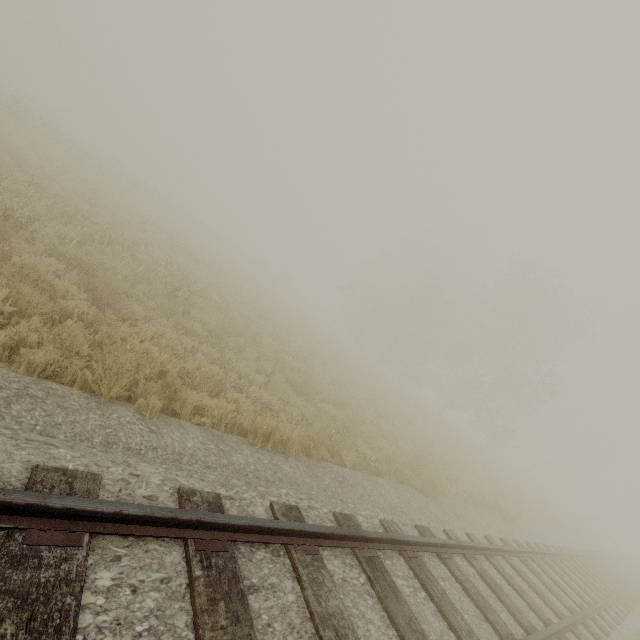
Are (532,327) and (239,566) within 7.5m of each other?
no

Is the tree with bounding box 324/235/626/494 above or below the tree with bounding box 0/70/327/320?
above

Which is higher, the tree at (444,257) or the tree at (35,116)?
the tree at (444,257)

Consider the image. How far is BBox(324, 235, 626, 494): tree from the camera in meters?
27.4 m

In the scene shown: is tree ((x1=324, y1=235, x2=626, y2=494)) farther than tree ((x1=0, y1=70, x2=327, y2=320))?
Yes

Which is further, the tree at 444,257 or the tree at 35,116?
Result: the tree at 444,257
